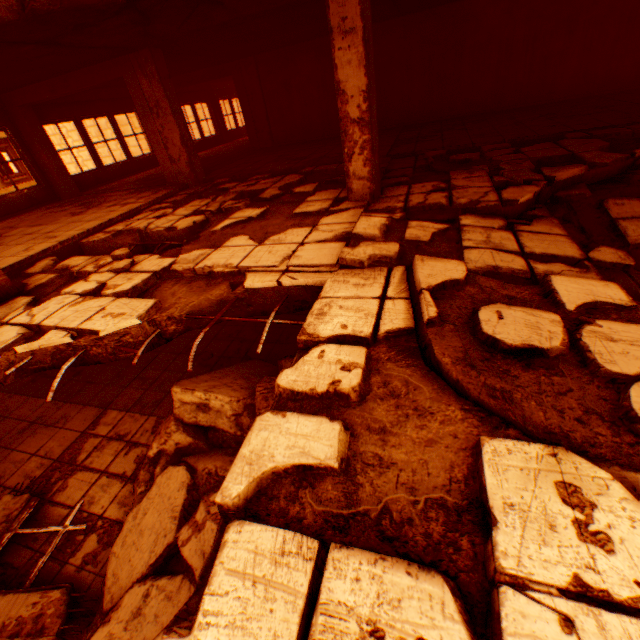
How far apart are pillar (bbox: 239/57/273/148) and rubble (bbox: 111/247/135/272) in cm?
969

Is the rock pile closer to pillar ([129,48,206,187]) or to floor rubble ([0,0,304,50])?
floor rubble ([0,0,304,50])

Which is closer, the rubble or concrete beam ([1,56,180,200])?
the rubble

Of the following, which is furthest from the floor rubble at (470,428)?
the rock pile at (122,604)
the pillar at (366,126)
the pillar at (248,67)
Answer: the pillar at (248,67)

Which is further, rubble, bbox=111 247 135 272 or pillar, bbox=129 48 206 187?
pillar, bbox=129 48 206 187

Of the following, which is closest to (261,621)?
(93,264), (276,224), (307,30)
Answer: (276,224)

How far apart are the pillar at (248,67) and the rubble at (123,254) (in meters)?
9.69

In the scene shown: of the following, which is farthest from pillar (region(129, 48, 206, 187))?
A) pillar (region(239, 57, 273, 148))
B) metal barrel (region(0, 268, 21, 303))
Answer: metal barrel (region(0, 268, 21, 303))
